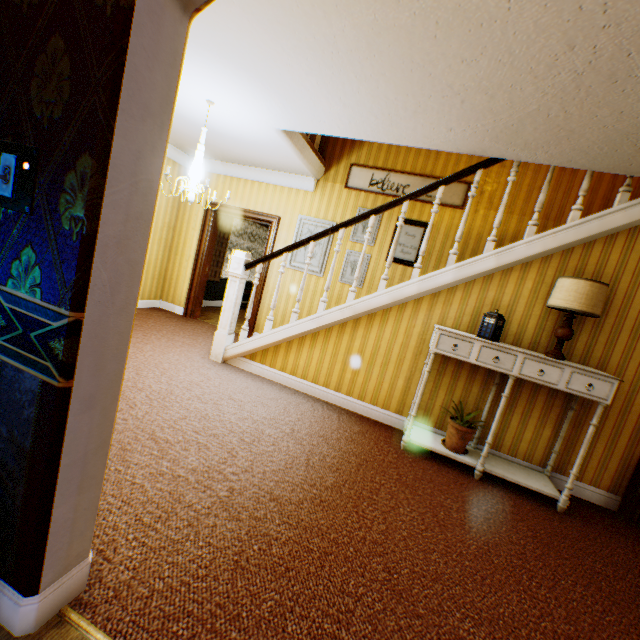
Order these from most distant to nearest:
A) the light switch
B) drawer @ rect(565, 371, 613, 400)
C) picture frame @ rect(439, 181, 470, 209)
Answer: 1. picture frame @ rect(439, 181, 470, 209)
2. drawer @ rect(565, 371, 613, 400)
3. the light switch

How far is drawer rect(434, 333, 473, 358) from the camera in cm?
318

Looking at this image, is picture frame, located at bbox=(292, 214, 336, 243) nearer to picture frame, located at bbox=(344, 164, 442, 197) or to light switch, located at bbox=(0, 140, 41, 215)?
picture frame, located at bbox=(344, 164, 442, 197)

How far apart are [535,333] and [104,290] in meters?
3.9

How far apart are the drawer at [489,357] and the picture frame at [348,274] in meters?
2.8

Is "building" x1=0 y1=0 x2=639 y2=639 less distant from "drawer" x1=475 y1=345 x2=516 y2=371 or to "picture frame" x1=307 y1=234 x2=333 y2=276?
"picture frame" x1=307 y1=234 x2=333 y2=276

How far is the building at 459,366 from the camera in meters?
3.7 m

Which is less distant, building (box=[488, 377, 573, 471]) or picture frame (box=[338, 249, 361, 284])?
building (box=[488, 377, 573, 471])
